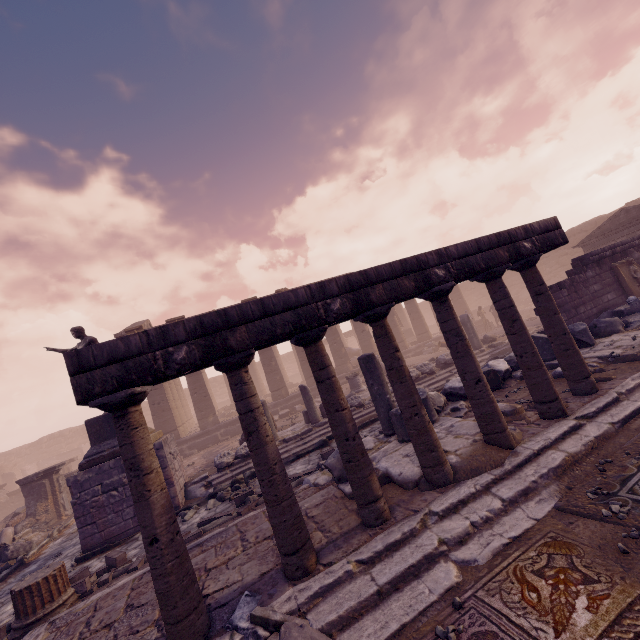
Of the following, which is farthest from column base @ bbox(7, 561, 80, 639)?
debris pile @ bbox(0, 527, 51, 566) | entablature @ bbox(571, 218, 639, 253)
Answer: entablature @ bbox(571, 218, 639, 253)

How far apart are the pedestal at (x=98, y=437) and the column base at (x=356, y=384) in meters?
8.0

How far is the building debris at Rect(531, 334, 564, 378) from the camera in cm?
684

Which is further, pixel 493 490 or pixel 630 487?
pixel 493 490

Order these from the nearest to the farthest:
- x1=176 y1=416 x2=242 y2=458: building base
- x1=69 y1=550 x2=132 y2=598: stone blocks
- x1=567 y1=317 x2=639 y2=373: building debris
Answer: x1=69 y1=550 x2=132 y2=598: stone blocks < x1=567 y1=317 x2=639 y2=373: building debris < x1=176 y1=416 x2=242 y2=458: building base

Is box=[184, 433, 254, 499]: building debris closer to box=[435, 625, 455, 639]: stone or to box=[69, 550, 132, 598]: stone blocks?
box=[69, 550, 132, 598]: stone blocks

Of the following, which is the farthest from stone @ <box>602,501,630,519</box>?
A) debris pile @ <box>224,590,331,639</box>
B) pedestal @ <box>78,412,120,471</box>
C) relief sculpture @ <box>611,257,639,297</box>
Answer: relief sculpture @ <box>611,257,639,297</box>

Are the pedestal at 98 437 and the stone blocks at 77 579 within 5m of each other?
yes
